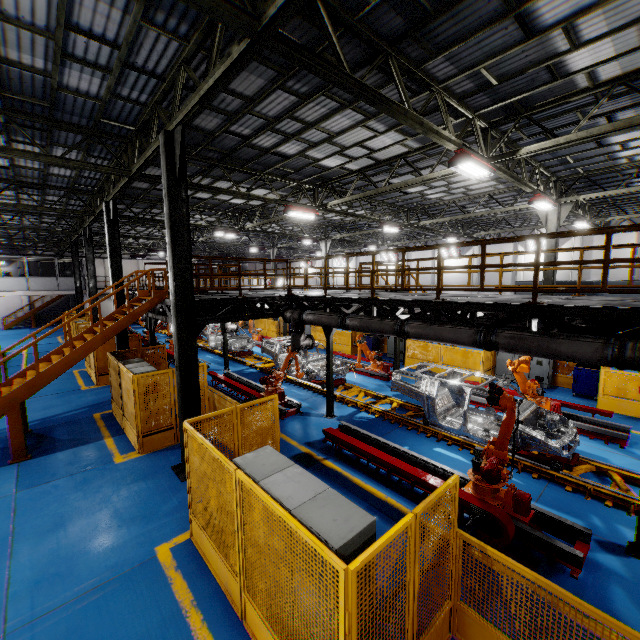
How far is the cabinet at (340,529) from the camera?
3.16m

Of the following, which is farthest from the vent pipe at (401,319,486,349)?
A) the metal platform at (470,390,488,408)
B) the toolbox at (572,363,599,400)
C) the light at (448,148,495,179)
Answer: the toolbox at (572,363,599,400)

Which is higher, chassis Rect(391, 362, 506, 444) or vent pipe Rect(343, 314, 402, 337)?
vent pipe Rect(343, 314, 402, 337)

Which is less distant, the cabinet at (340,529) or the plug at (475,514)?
the cabinet at (340,529)

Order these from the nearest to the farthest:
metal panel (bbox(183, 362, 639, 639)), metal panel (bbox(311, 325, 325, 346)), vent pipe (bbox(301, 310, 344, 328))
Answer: metal panel (bbox(183, 362, 639, 639)) < vent pipe (bbox(301, 310, 344, 328)) < metal panel (bbox(311, 325, 325, 346))

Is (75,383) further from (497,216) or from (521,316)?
(497,216)

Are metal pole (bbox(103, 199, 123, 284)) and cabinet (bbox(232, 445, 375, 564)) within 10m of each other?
no

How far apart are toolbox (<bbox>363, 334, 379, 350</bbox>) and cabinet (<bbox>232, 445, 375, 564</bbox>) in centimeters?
1571cm
